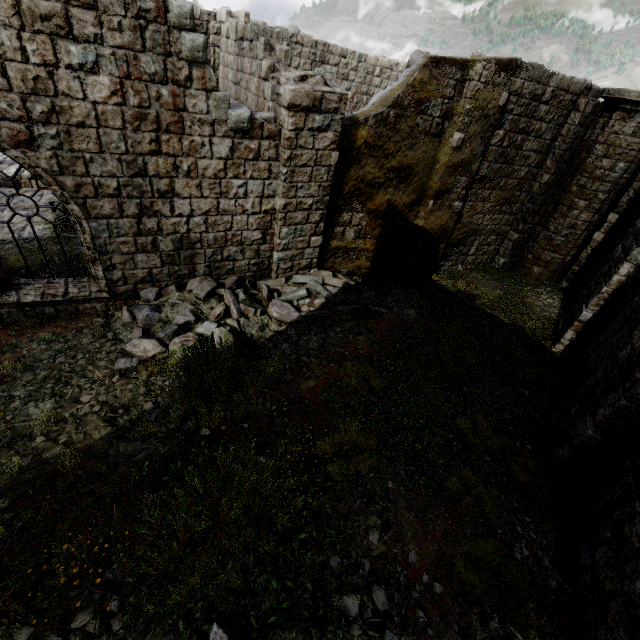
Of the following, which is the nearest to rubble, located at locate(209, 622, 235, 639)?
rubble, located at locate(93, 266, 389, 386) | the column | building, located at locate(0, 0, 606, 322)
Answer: building, located at locate(0, 0, 606, 322)

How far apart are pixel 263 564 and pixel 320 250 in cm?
744

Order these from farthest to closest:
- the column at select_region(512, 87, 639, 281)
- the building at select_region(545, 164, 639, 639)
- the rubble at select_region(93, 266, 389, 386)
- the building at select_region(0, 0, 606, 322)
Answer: the column at select_region(512, 87, 639, 281) < the rubble at select_region(93, 266, 389, 386) < the building at select_region(0, 0, 606, 322) < the building at select_region(545, 164, 639, 639)

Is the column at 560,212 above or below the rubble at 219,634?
above

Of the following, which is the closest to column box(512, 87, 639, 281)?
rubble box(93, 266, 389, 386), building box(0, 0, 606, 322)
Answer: building box(0, 0, 606, 322)

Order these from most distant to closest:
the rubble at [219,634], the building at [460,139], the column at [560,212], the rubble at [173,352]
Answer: the column at [560,212] < the rubble at [173,352] < the building at [460,139] < the rubble at [219,634]

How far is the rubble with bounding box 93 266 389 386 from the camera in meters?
6.6 m

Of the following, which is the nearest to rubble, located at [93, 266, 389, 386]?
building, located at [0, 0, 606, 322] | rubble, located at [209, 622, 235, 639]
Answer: building, located at [0, 0, 606, 322]
